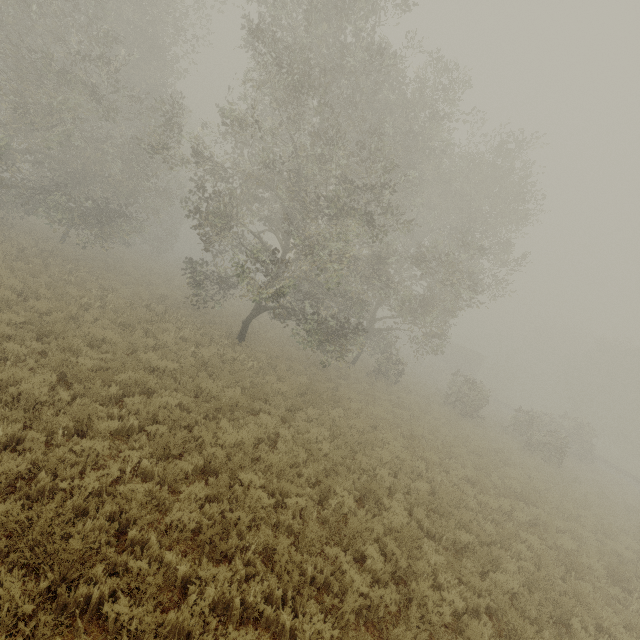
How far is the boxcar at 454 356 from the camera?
48.44m

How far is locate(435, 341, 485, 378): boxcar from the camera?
48.4m

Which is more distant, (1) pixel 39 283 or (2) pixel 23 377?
(1) pixel 39 283
